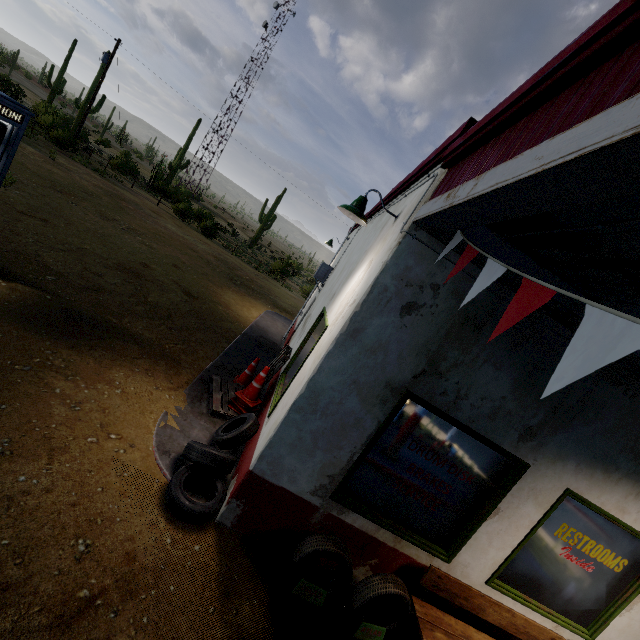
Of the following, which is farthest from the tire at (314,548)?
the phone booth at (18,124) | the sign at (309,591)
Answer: the phone booth at (18,124)

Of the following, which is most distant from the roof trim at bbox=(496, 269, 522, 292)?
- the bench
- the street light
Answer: the bench

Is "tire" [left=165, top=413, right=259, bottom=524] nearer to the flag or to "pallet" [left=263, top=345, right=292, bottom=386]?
"pallet" [left=263, top=345, right=292, bottom=386]

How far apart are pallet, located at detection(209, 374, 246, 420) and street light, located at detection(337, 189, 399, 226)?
3.27m

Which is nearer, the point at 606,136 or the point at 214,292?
the point at 606,136

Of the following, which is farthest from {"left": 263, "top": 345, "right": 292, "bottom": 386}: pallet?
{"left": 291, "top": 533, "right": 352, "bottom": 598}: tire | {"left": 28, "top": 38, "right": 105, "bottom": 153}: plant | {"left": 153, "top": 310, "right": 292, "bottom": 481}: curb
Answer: {"left": 28, "top": 38, "right": 105, "bottom": 153}: plant

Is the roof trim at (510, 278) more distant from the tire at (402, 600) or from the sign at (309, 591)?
the sign at (309, 591)

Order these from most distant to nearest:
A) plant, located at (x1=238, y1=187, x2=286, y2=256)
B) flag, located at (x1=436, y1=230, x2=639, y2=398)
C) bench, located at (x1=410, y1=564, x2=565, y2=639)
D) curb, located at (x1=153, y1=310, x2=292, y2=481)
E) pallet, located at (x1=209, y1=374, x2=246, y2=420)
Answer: plant, located at (x1=238, y1=187, x2=286, y2=256)
pallet, located at (x1=209, y1=374, x2=246, y2=420)
curb, located at (x1=153, y1=310, x2=292, y2=481)
bench, located at (x1=410, y1=564, x2=565, y2=639)
flag, located at (x1=436, y1=230, x2=639, y2=398)
